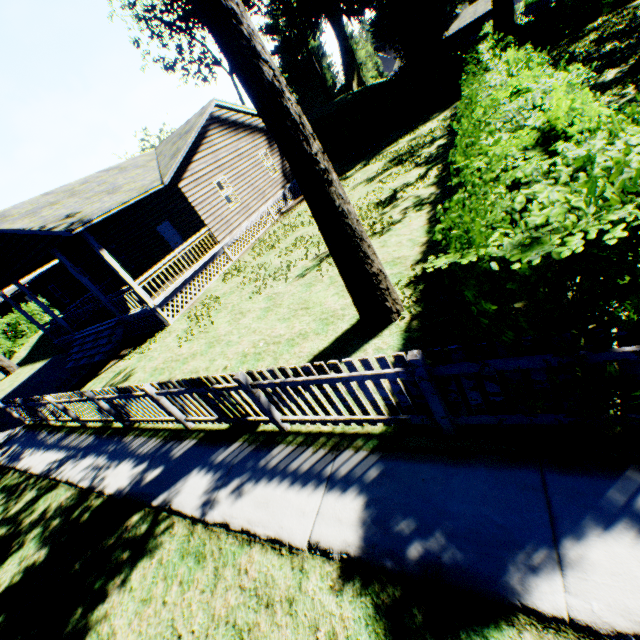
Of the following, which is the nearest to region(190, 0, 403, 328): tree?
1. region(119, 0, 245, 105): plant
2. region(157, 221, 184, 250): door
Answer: region(157, 221, 184, 250): door

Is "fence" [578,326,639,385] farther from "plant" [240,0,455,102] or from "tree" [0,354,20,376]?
"plant" [240,0,455,102]

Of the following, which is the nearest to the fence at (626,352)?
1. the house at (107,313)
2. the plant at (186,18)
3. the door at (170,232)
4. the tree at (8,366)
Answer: the house at (107,313)

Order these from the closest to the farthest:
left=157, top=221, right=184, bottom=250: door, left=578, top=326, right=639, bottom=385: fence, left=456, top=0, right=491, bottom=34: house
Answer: left=578, top=326, right=639, bottom=385: fence → left=157, top=221, right=184, bottom=250: door → left=456, top=0, right=491, bottom=34: house

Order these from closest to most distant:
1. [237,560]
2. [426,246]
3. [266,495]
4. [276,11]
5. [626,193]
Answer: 1. [626,193]
2. [237,560]
3. [266,495]
4. [426,246]
5. [276,11]

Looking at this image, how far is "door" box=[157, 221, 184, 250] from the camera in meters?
16.3 m

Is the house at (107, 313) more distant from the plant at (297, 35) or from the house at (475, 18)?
the house at (475, 18)

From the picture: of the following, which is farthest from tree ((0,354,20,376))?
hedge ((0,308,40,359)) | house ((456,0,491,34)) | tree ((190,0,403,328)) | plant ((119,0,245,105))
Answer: house ((456,0,491,34))
